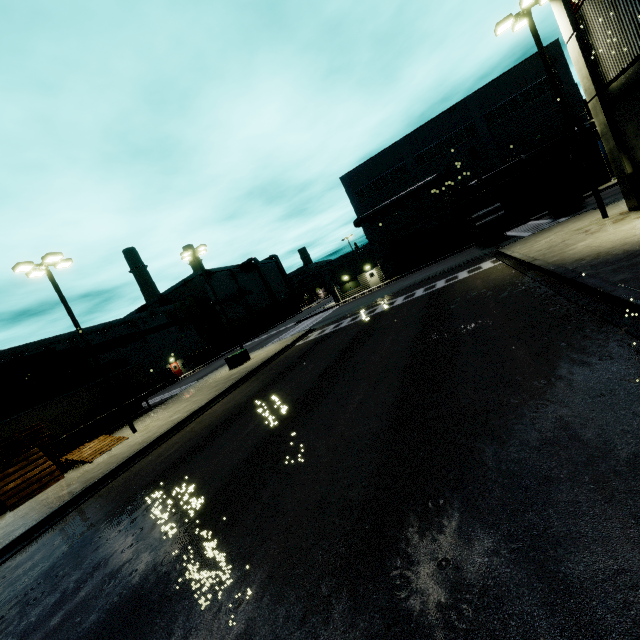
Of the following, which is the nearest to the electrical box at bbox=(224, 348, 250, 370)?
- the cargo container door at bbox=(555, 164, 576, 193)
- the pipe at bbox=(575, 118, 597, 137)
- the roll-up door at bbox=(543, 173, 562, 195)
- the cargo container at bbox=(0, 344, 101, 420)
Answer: the cargo container at bbox=(0, 344, 101, 420)

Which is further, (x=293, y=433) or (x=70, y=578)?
(x=293, y=433)

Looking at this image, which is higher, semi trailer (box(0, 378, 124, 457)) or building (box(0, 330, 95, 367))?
building (box(0, 330, 95, 367))

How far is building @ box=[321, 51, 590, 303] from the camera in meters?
33.4

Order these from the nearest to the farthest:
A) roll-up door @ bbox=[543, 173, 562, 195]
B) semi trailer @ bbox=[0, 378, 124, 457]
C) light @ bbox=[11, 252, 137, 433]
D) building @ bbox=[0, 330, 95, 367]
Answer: light @ bbox=[11, 252, 137, 433], semi trailer @ bbox=[0, 378, 124, 457], building @ bbox=[0, 330, 95, 367], roll-up door @ bbox=[543, 173, 562, 195]

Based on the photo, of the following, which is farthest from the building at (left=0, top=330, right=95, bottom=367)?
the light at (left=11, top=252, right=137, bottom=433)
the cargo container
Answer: the cargo container

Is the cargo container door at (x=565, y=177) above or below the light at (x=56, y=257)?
below

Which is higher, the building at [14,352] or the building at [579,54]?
the building at [14,352]
